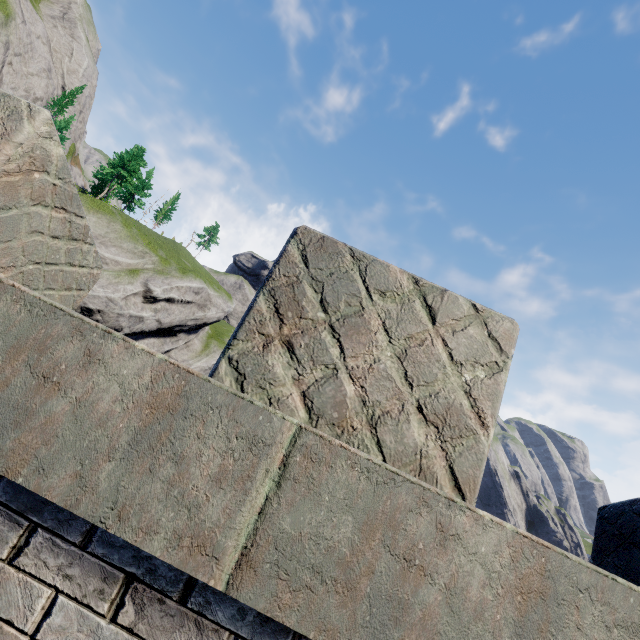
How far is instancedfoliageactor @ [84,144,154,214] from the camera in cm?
4224

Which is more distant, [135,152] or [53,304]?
[135,152]

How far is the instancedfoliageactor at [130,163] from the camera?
42.2m
